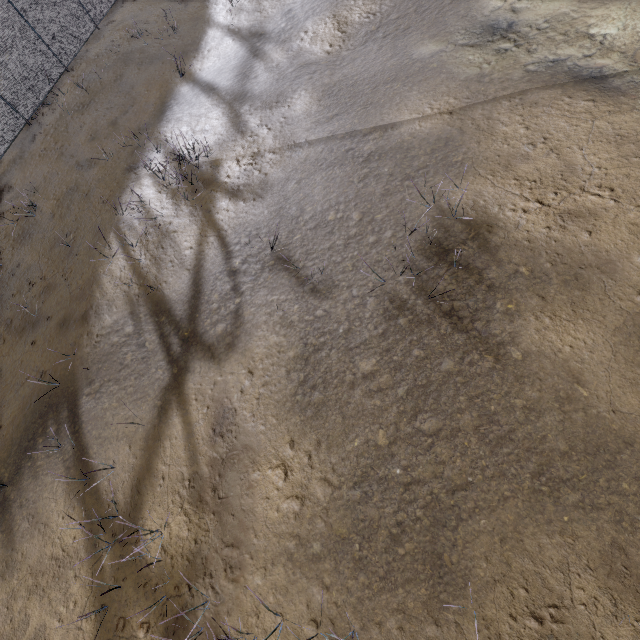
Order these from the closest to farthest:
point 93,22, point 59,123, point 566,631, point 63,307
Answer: point 566,631, point 63,307, point 59,123, point 93,22
